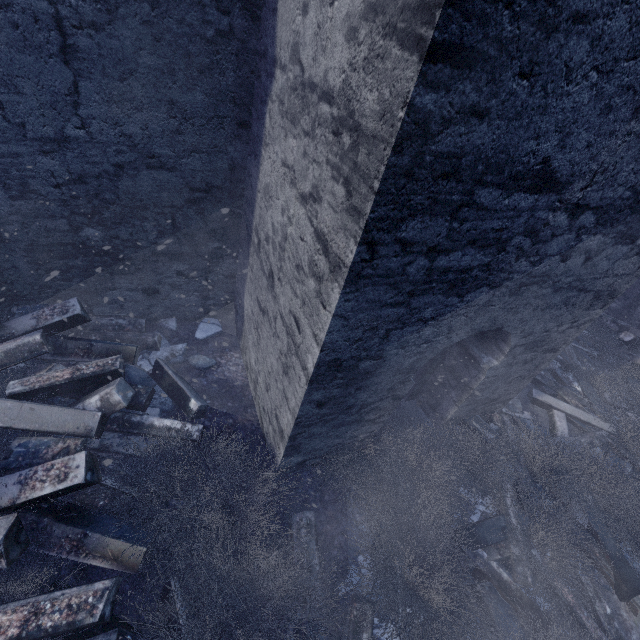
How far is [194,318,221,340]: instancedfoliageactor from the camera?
4.5m

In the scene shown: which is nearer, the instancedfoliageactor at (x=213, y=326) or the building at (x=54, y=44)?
the building at (x=54, y=44)

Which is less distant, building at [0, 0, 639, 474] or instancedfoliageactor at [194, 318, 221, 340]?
building at [0, 0, 639, 474]

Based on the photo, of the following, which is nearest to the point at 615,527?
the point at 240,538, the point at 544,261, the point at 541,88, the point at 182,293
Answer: the point at 544,261

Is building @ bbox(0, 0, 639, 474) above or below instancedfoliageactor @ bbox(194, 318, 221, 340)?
above

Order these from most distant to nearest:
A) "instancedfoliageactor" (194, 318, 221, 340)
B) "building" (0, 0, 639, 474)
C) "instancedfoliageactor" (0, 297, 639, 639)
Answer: "instancedfoliageactor" (194, 318, 221, 340) < "instancedfoliageactor" (0, 297, 639, 639) < "building" (0, 0, 639, 474)

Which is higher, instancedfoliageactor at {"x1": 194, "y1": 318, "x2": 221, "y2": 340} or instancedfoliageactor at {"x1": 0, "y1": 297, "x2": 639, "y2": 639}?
instancedfoliageactor at {"x1": 0, "y1": 297, "x2": 639, "y2": 639}

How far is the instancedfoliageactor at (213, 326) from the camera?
4.5m
